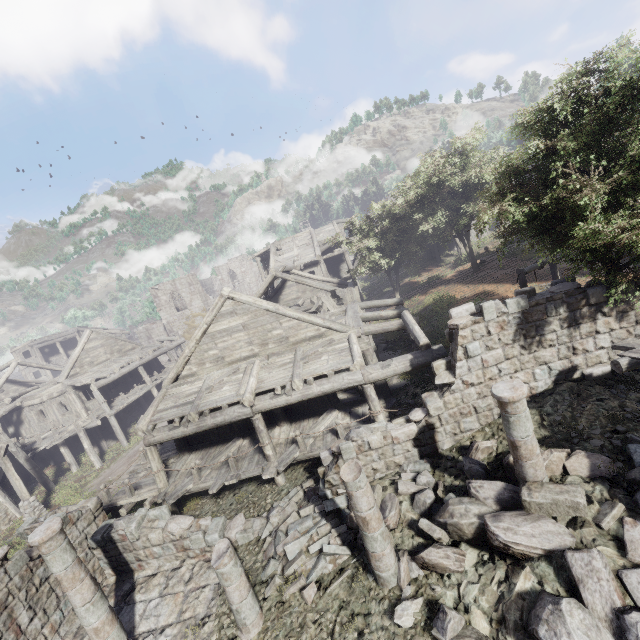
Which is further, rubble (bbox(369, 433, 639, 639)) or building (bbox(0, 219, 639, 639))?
building (bbox(0, 219, 639, 639))

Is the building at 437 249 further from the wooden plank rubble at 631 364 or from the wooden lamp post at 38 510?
the wooden lamp post at 38 510

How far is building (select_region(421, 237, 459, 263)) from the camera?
33.34m

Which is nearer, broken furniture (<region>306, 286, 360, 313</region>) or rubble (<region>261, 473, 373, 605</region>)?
rubble (<region>261, 473, 373, 605</region>)

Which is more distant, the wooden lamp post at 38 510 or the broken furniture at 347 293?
the broken furniture at 347 293

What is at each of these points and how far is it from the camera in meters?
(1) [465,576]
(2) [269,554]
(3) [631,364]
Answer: (1) rubble, 6.2
(2) rubble, 8.9
(3) wooden plank rubble, 6.5

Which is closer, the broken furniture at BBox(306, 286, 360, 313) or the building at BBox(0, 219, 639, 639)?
the building at BBox(0, 219, 639, 639)

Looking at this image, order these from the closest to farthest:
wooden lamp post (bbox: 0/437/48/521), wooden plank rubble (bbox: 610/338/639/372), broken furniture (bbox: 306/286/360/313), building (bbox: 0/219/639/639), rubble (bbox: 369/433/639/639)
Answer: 1. rubble (bbox: 369/433/639/639)
2. wooden plank rubble (bbox: 610/338/639/372)
3. building (bbox: 0/219/639/639)
4. wooden lamp post (bbox: 0/437/48/521)
5. broken furniture (bbox: 306/286/360/313)
